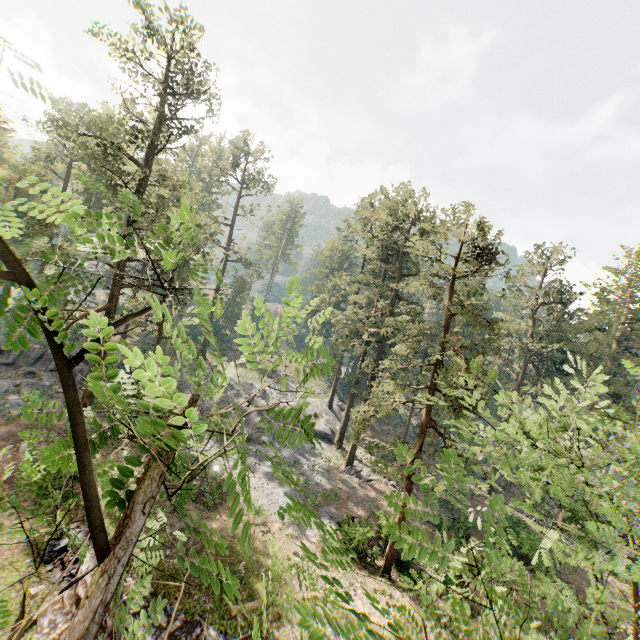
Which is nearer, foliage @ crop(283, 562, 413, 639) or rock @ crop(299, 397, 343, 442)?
foliage @ crop(283, 562, 413, 639)

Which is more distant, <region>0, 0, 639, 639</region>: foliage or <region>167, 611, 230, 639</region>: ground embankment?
<region>167, 611, 230, 639</region>: ground embankment

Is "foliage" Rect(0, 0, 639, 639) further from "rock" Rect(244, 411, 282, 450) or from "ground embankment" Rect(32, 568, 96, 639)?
"ground embankment" Rect(32, 568, 96, 639)

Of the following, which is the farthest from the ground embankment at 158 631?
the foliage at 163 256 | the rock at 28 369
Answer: the rock at 28 369

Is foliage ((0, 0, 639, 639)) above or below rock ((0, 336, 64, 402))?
above

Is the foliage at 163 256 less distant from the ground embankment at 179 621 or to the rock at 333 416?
the rock at 333 416

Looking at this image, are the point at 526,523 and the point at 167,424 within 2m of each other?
no

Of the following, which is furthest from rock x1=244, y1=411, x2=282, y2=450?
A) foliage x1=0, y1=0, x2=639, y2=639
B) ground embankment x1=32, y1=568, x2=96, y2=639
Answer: ground embankment x1=32, y1=568, x2=96, y2=639
